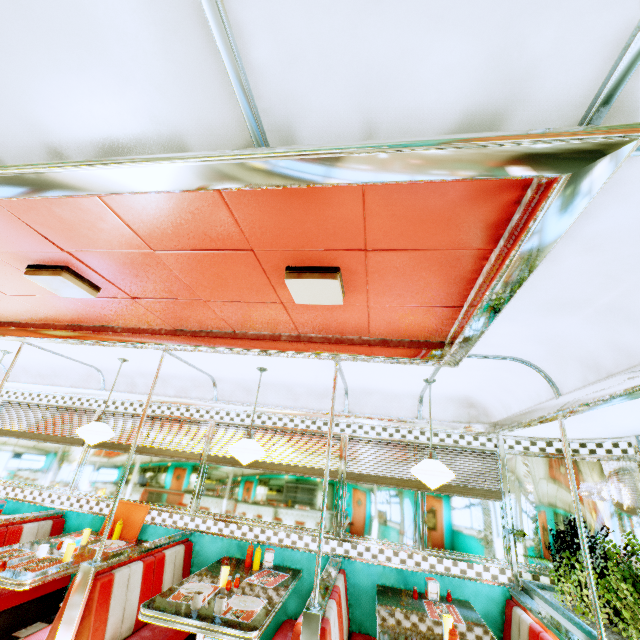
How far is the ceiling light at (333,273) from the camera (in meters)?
1.95

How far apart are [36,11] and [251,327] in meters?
2.4 m

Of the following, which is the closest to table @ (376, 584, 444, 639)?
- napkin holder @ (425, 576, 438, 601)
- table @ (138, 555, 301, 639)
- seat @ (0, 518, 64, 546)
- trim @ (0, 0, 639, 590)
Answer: napkin holder @ (425, 576, 438, 601)

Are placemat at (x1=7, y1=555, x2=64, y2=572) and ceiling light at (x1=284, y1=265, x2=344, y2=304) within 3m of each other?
no

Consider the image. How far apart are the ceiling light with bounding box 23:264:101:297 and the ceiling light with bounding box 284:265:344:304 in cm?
165

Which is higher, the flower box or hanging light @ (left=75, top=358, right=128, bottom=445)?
hanging light @ (left=75, top=358, right=128, bottom=445)

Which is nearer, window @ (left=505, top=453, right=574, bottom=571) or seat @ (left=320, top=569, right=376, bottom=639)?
seat @ (left=320, top=569, right=376, bottom=639)

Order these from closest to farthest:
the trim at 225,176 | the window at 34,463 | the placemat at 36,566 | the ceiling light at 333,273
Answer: the trim at 225,176 → the ceiling light at 333,273 → the placemat at 36,566 → the window at 34,463
